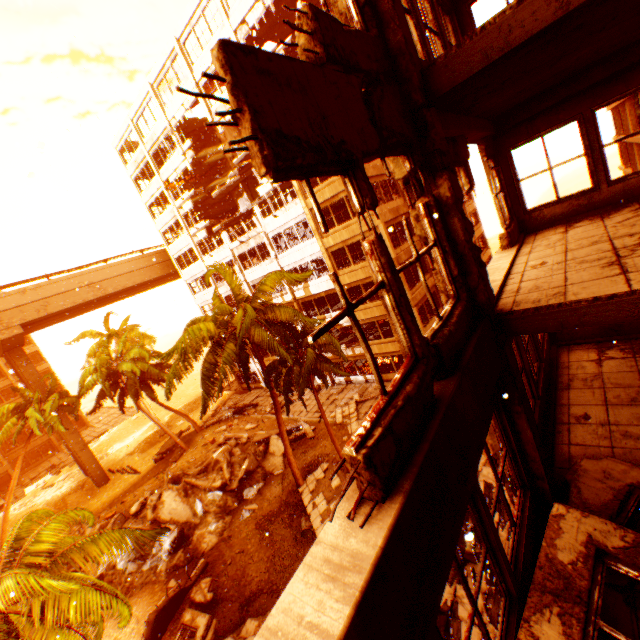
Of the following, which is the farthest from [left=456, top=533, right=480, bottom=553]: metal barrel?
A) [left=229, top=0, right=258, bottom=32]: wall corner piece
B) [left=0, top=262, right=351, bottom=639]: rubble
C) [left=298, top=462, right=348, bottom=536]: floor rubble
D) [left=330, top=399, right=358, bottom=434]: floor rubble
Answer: [left=330, top=399, right=358, bottom=434]: floor rubble

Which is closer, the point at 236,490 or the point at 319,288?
the point at 236,490

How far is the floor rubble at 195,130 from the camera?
29.34m

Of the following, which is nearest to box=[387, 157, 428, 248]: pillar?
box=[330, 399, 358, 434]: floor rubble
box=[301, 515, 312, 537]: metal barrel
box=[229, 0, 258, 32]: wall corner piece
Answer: box=[229, 0, 258, 32]: wall corner piece

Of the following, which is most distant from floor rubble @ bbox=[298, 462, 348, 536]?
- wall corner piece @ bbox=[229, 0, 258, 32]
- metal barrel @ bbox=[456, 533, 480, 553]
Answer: wall corner piece @ bbox=[229, 0, 258, 32]

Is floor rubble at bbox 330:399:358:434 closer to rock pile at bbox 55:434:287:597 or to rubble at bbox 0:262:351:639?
rubble at bbox 0:262:351:639

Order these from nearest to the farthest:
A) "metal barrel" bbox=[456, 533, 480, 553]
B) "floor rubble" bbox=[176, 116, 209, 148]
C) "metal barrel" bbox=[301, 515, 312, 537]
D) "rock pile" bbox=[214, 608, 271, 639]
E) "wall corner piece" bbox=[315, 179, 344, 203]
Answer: "metal barrel" bbox=[456, 533, 480, 553]
"rock pile" bbox=[214, 608, 271, 639]
"metal barrel" bbox=[301, 515, 312, 537]
"wall corner piece" bbox=[315, 179, 344, 203]
"floor rubble" bbox=[176, 116, 209, 148]

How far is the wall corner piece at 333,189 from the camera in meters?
21.1
